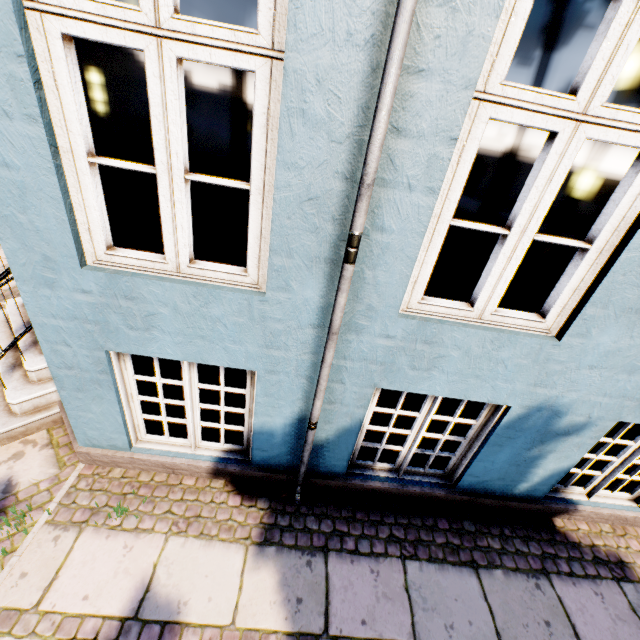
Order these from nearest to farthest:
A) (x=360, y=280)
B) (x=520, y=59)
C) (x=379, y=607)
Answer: (x=360, y=280)
(x=379, y=607)
(x=520, y=59)
